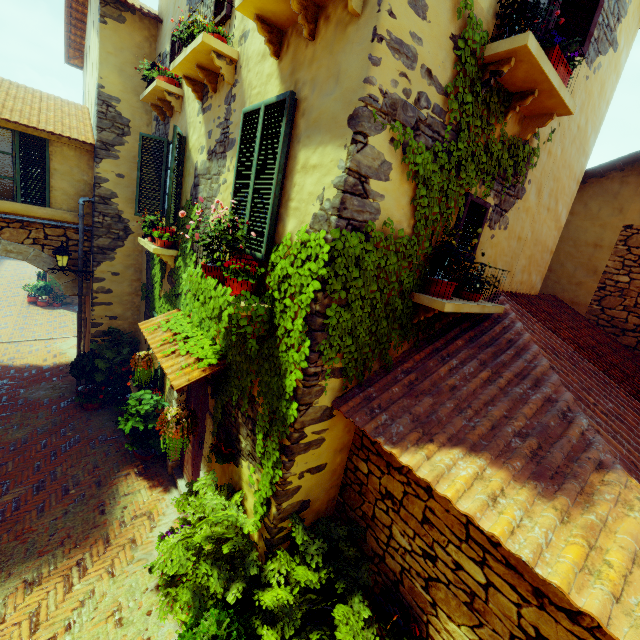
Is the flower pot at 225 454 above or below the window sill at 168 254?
below

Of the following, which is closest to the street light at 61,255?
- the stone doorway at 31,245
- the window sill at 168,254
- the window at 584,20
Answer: the stone doorway at 31,245

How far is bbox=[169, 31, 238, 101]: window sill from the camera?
4.1m

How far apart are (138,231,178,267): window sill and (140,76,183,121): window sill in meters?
2.2 m

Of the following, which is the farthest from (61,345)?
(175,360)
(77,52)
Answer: (175,360)

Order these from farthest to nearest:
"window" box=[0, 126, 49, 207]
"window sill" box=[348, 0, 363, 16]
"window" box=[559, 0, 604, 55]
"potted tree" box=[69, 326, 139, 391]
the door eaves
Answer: "potted tree" box=[69, 326, 139, 391] → "window" box=[0, 126, 49, 207] → the door eaves → "window" box=[559, 0, 604, 55] → "window sill" box=[348, 0, 363, 16]

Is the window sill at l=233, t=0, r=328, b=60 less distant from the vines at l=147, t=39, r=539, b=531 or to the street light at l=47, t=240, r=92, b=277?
the vines at l=147, t=39, r=539, b=531

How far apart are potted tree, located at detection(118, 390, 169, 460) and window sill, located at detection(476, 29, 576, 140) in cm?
709
